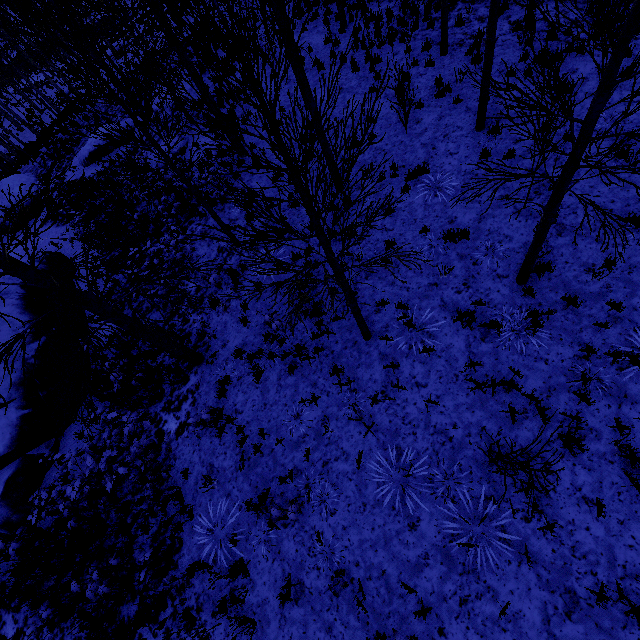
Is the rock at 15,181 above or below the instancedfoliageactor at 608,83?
below

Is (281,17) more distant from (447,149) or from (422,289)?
(447,149)

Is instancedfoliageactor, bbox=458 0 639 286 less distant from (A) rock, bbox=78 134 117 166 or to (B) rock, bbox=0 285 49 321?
(B) rock, bbox=0 285 49 321

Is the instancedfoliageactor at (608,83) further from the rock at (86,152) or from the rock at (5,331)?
the rock at (86,152)

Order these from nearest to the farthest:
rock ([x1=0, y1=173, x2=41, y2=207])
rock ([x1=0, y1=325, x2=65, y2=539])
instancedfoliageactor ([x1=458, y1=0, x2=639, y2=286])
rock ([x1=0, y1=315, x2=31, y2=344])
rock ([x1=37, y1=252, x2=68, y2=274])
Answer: instancedfoliageactor ([x1=458, y1=0, x2=639, y2=286])
rock ([x1=0, y1=325, x2=65, y2=539])
rock ([x1=0, y1=315, x2=31, y2=344])
rock ([x1=37, y1=252, x2=68, y2=274])
rock ([x1=0, y1=173, x2=41, y2=207])

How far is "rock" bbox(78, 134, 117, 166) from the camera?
16.6 meters

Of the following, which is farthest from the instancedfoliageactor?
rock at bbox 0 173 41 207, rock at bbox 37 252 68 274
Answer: Result: rock at bbox 0 173 41 207

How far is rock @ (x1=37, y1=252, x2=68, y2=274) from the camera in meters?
11.8
